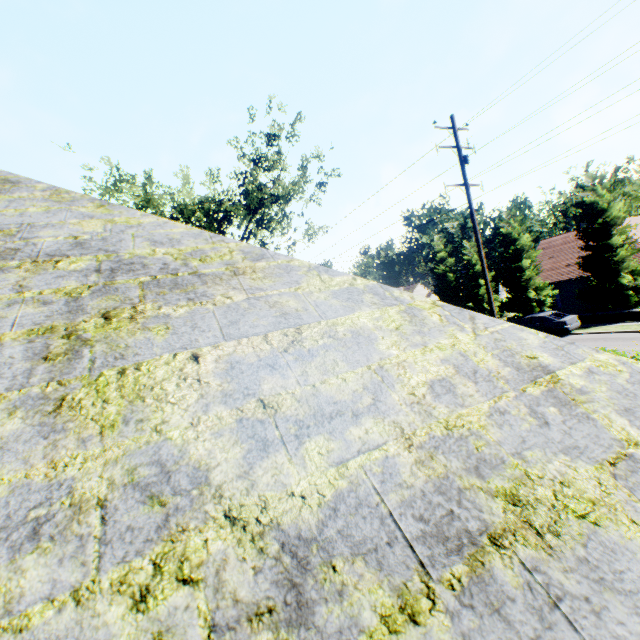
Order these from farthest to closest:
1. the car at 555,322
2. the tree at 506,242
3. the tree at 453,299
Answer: the tree at 453,299, the tree at 506,242, the car at 555,322

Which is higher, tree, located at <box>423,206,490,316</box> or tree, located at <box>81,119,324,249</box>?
tree, located at <box>81,119,324,249</box>

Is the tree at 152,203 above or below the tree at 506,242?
above

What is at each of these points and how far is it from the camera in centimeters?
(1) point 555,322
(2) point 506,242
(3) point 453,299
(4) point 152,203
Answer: (1) car, 2153cm
(2) tree, 2897cm
(3) tree, 3506cm
(4) tree, 3027cm

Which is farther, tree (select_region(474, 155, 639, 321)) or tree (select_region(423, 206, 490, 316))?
tree (select_region(423, 206, 490, 316))

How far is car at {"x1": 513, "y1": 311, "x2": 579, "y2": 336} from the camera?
21.2m

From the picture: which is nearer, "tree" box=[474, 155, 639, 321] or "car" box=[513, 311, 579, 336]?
"car" box=[513, 311, 579, 336]
